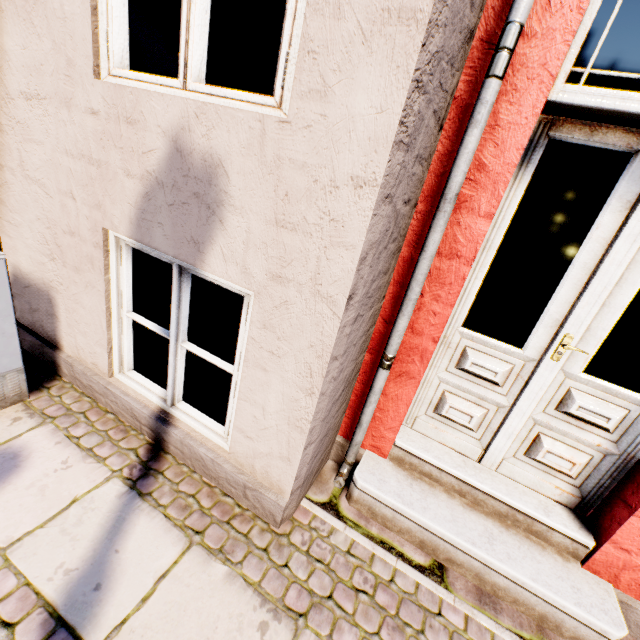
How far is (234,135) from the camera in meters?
1.3 m

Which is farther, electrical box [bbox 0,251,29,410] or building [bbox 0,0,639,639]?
electrical box [bbox 0,251,29,410]

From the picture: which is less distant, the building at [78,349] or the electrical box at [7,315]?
the building at [78,349]
